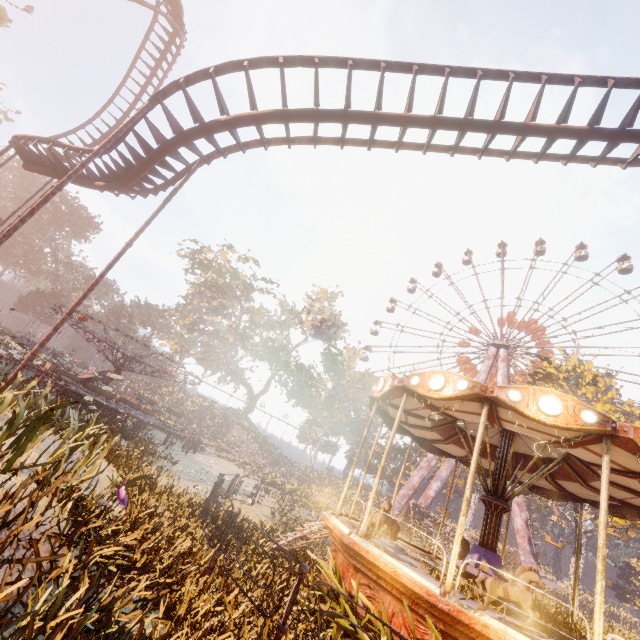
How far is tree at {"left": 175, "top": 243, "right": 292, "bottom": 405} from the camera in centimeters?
4700cm

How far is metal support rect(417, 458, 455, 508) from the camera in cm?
4325

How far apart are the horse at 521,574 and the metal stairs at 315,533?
3.8m

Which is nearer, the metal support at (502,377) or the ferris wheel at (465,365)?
the metal support at (502,377)

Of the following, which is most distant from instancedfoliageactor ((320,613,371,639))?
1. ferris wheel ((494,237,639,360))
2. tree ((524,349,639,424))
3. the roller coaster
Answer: ferris wheel ((494,237,639,360))

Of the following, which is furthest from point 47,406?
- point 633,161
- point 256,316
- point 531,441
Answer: point 256,316

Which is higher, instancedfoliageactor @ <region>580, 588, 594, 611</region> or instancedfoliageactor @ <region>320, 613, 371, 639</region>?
instancedfoliageactor @ <region>580, 588, 594, 611</region>
